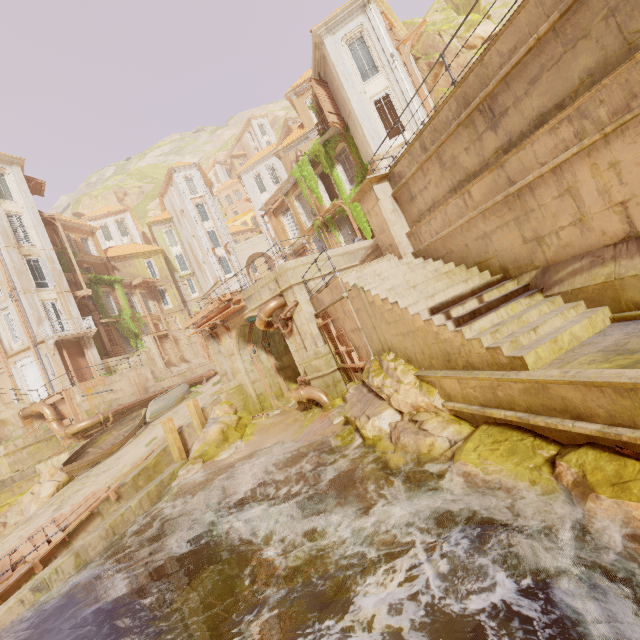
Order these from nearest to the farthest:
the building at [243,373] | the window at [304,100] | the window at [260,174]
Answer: the building at [243,373], the window at [304,100], the window at [260,174]

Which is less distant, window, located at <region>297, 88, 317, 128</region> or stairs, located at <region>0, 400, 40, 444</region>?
stairs, located at <region>0, 400, 40, 444</region>

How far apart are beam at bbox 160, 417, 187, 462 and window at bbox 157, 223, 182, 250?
36.53m

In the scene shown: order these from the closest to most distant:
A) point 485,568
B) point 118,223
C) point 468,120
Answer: point 485,568 < point 468,120 < point 118,223

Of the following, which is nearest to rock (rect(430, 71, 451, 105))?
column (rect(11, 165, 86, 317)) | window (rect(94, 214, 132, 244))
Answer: column (rect(11, 165, 86, 317))

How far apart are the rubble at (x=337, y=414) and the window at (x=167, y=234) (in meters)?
41.27

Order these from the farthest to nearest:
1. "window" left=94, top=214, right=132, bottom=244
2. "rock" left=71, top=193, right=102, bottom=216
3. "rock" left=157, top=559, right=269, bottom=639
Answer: "rock" left=71, top=193, right=102, bottom=216 → "window" left=94, top=214, right=132, bottom=244 → "rock" left=157, top=559, right=269, bottom=639

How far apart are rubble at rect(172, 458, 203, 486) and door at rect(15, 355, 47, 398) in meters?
16.8
